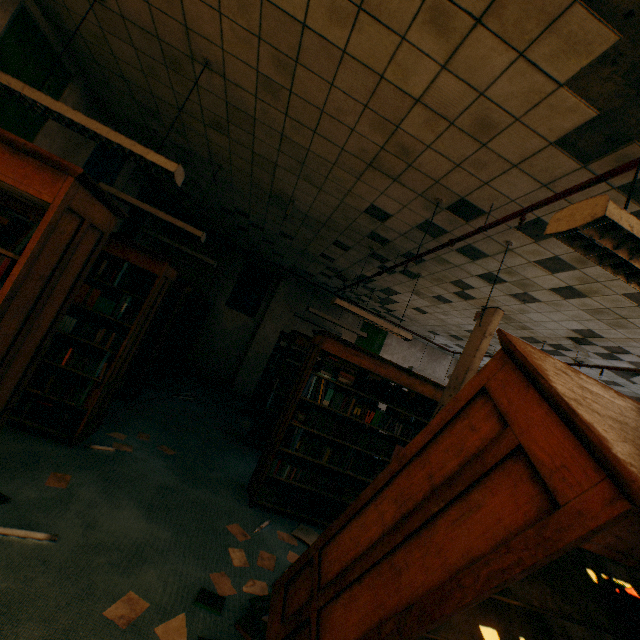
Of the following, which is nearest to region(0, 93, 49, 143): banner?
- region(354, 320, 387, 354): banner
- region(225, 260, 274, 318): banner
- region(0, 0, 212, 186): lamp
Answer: region(0, 0, 212, 186): lamp

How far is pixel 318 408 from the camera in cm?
→ 444

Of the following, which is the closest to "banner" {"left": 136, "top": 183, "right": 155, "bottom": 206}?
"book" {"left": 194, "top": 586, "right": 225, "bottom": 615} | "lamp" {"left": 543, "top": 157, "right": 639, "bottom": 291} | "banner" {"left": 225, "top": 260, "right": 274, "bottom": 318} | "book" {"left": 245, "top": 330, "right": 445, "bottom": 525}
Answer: "banner" {"left": 225, "top": 260, "right": 274, "bottom": 318}

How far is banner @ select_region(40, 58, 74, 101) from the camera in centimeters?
381cm

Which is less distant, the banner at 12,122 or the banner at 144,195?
A: the banner at 12,122

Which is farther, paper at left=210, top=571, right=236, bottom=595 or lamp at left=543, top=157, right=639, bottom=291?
paper at left=210, top=571, right=236, bottom=595

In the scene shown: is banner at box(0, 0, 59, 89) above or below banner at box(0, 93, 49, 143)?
above

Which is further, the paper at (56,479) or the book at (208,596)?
the paper at (56,479)
